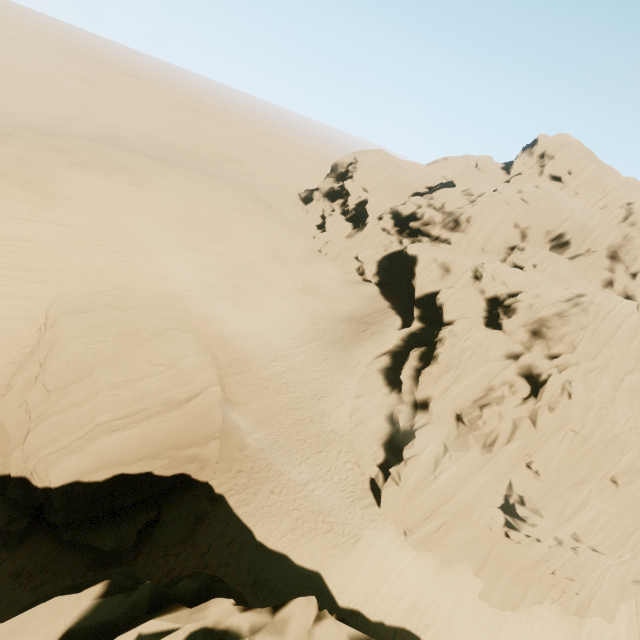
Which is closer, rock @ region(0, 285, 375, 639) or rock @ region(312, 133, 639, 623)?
rock @ region(0, 285, 375, 639)

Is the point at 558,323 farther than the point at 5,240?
Yes

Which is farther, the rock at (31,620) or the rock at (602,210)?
the rock at (602,210)
